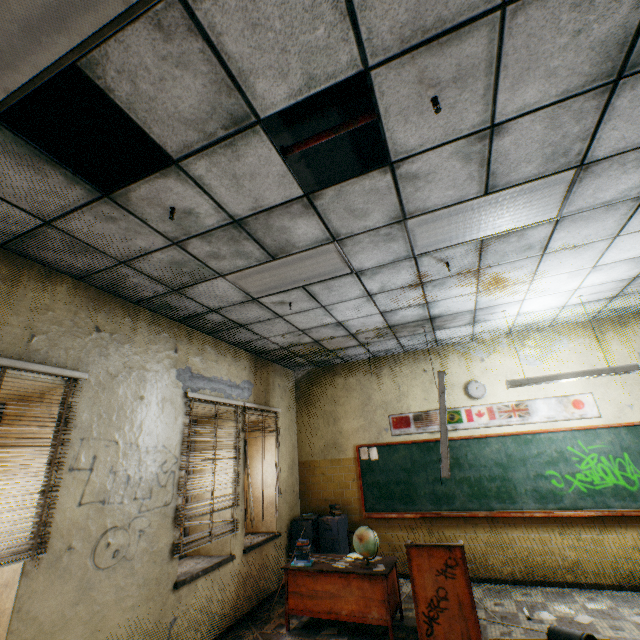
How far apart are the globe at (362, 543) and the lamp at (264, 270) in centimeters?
334cm

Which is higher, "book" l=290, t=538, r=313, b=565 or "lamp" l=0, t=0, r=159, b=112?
"lamp" l=0, t=0, r=159, b=112

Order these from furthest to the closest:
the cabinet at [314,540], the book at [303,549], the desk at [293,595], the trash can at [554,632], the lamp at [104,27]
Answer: the cabinet at [314,540]
the book at [303,549]
the desk at [293,595]
the trash can at [554,632]
the lamp at [104,27]

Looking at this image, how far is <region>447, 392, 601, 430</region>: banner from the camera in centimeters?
544cm

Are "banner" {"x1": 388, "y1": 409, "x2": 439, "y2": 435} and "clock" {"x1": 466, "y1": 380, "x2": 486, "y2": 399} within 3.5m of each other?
yes

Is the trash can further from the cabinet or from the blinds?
the blinds

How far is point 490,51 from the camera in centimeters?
168cm

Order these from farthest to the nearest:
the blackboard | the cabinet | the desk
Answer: the cabinet → the blackboard → the desk
